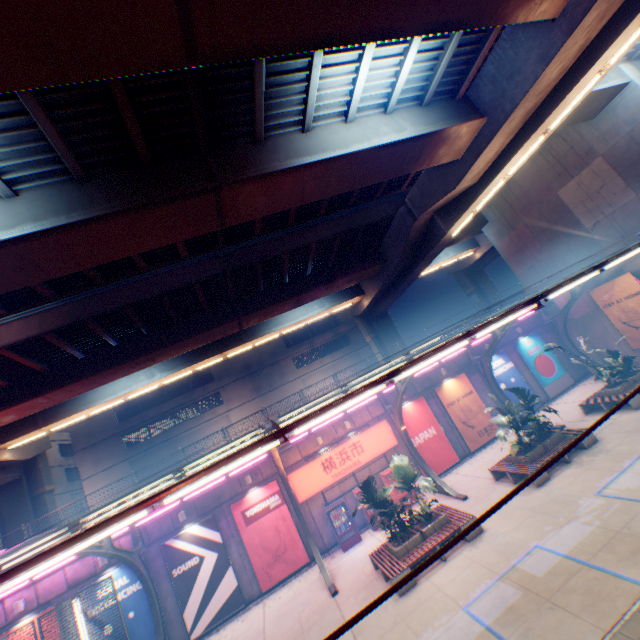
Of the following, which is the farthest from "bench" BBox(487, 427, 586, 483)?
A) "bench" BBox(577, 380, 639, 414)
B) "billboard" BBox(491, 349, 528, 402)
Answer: "billboard" BBox(491, 349, 528, 402)

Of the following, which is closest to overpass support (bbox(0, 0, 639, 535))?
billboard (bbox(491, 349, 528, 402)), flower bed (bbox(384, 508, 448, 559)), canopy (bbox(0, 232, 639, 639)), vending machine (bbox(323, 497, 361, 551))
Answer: canopy (bbox(0, 232, 639, 639))

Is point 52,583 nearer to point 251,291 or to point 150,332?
point 150,332

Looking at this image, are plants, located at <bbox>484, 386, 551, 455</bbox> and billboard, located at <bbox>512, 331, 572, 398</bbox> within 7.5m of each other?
no

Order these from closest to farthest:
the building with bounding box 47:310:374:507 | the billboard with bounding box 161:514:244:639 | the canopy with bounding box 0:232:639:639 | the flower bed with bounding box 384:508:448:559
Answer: the canopy with bounding box 0:232:639:639, the flower bed with bounding box 384:508:448:559, the billboard with bounding box 161:514:244:639, the building with bounding box 47:310:374:507

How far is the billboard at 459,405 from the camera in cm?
2041

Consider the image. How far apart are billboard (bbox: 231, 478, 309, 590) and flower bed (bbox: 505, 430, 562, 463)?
11.1 meters

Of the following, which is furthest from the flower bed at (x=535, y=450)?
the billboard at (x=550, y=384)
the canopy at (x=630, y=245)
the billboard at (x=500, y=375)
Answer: the billboard at (x=550, y=384)
